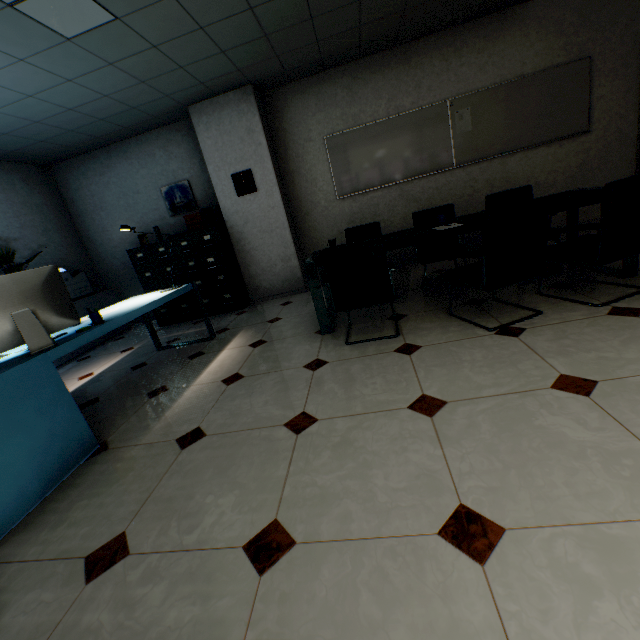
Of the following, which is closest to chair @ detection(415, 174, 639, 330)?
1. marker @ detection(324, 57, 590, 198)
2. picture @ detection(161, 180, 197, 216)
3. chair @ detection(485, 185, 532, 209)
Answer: chair @ detection(485, 185, 532, 209)

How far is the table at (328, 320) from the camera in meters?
3.0

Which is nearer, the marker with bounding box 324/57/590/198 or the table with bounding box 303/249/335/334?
the table with bounding box 303/249/335/334

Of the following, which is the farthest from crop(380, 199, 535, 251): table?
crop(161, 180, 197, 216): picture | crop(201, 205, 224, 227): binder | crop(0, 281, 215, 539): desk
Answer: crop(161, 180, 197, 216): picture

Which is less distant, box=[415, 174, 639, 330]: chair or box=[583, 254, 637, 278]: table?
box=[415, 174, 639, 330]: chair

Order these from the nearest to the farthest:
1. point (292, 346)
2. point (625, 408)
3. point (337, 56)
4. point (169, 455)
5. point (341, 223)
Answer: point (625, 408)
point (169, 455)
point (292, 346)
point (337, 56)
point (341, 223)

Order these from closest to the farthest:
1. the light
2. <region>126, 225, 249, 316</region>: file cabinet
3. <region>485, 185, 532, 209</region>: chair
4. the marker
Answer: the light, <region>485, 185, 532, 209</region>: chair, the marker, <region>126, 225, 249, 316</region>: file cabinet

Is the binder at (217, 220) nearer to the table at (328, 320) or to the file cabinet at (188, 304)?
the file cabinet at (188, 304)
